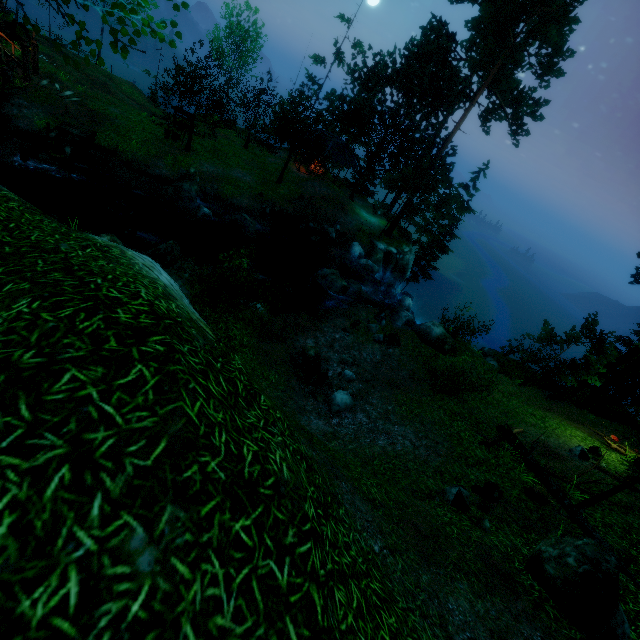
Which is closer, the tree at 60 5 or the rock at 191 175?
the tree at 60 5

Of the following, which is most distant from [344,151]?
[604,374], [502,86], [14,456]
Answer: [14,456]

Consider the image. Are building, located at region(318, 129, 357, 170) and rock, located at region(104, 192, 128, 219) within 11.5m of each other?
no

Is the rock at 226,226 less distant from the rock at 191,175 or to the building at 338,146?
the rock at 191,175

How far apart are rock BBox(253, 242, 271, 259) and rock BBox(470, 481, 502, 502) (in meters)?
18.19

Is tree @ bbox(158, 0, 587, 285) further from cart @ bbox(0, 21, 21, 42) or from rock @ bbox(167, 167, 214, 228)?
cart @ bbox(0, 21, 21, 42)

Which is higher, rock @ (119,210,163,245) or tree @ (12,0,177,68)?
tree @ (12,0,177,68)

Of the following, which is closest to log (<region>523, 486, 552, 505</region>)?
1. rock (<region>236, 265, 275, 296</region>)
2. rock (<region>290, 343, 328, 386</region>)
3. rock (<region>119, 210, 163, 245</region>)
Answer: rock (<region>290, 343, 328, 386</region>)
